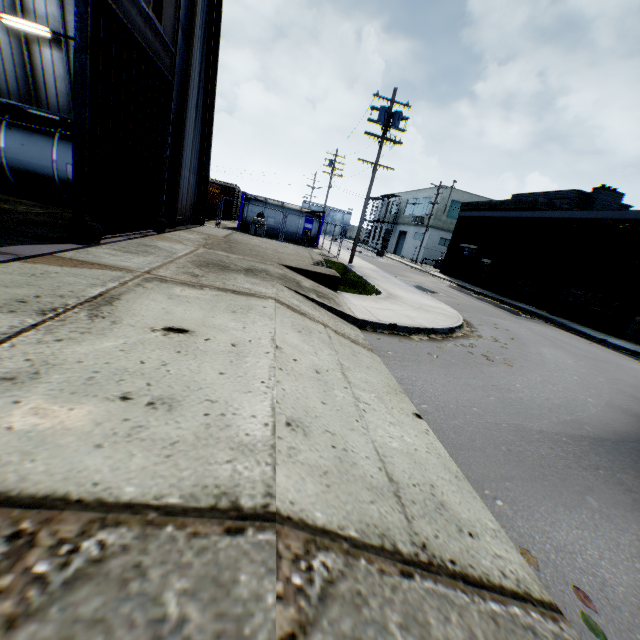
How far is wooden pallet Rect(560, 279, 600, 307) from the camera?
18.81m

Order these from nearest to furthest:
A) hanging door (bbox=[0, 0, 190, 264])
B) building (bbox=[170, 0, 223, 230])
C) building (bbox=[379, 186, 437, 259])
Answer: hanging door (bbox=[0, 0, 190, 264])
building (bbox=[170, 0, 223, 230])
building (bbox=[379, 186, 437, 259])

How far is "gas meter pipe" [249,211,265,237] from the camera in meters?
20.6

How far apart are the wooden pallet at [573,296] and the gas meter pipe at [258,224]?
19.38m

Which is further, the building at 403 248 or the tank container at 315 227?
the building at 403 248

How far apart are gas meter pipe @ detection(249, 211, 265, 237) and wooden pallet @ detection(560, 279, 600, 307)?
19.4 meters

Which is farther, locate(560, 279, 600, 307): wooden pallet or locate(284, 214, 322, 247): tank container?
locate(284, 214, 322, 247): tank container

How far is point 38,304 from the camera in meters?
3.4 m
